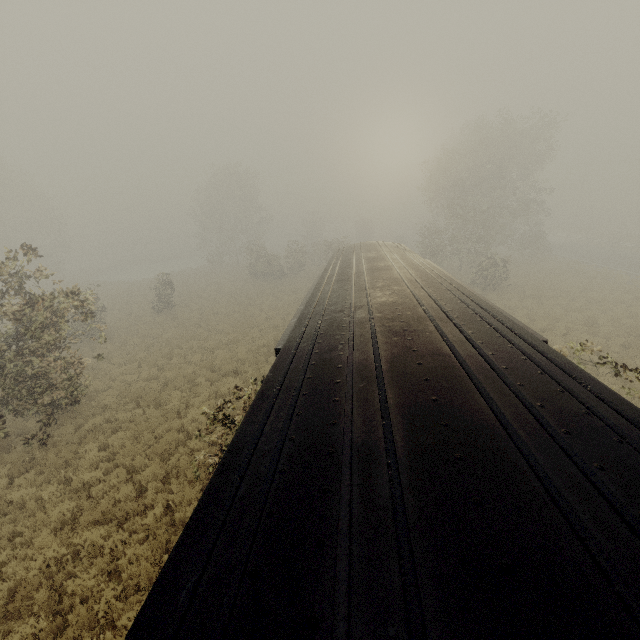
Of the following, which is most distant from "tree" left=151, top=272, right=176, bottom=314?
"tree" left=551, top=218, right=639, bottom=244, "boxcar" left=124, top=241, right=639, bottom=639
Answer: "tree" left=551, top=218, right=639, bottom=244

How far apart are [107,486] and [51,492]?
1.47m

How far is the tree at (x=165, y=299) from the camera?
26.41m

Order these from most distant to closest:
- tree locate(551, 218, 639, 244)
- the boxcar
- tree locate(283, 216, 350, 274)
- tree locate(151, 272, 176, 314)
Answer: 1. tree locate(551, 218, 639, 244)
2. tree locate(283, 216, 350, 274)
3. tree locate(151, 272, 176, 314)
4. the boxcar

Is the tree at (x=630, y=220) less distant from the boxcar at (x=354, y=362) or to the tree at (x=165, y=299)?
the tree at (x=165, y=299)

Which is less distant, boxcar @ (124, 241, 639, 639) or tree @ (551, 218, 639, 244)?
boxcar @ (124, 241, 639, 639)

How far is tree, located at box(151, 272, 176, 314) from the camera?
26.41m

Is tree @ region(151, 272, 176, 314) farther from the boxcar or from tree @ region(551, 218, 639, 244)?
tree @ region(551, 218, 639, 244)
